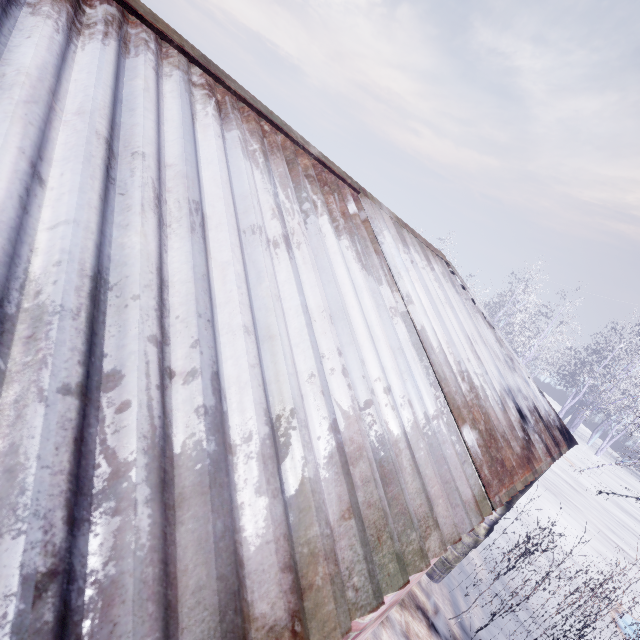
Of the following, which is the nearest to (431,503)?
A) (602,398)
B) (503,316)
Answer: (602,398)
